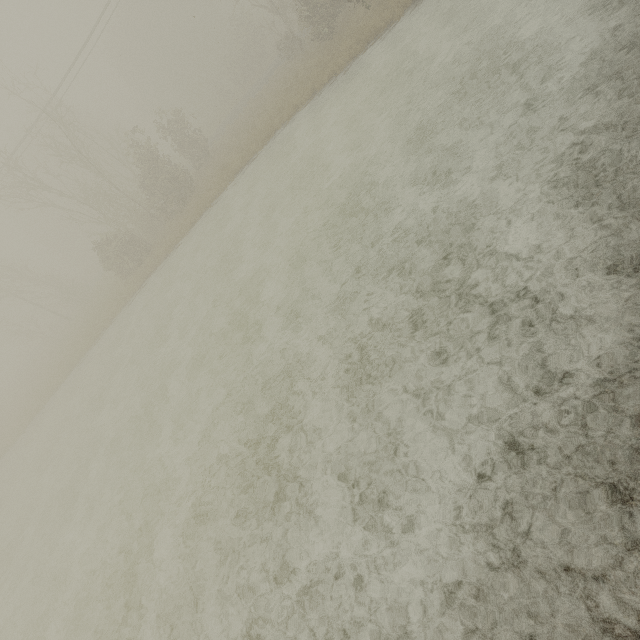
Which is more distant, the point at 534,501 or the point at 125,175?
the point at 125,175
